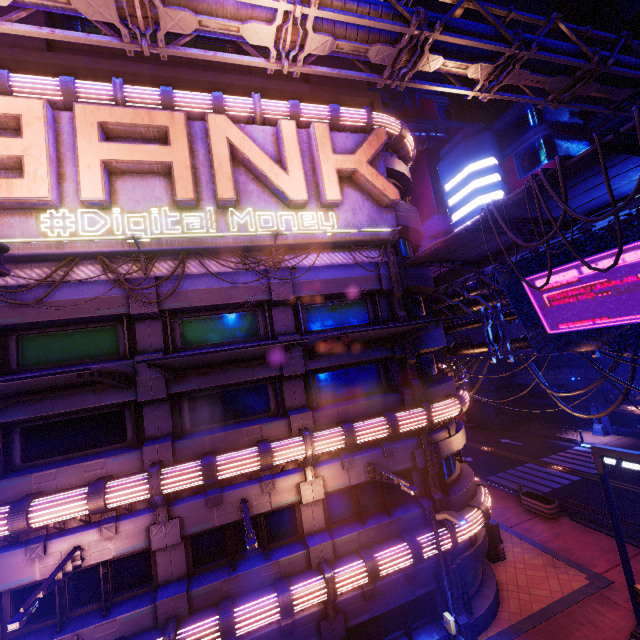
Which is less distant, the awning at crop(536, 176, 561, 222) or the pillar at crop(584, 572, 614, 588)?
the awning at crop(536, 176, 561, 222)

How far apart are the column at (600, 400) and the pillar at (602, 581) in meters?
23.3 m

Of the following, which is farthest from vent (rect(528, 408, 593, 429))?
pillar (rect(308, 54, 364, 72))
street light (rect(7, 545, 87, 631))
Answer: street light (rect(7, 545, 87, 631))

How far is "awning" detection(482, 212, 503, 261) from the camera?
10.4m

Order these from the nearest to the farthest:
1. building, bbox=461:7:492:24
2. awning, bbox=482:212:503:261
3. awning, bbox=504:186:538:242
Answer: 1. awning, bbox=504:186:538:242
2. awning, bbox=482:212:503:261
3. building, bbox=461:7:492:24

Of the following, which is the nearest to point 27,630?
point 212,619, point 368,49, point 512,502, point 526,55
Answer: point 212,619

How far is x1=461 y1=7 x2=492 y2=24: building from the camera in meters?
55.5 m

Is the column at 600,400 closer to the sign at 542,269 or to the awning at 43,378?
the sign at 542,269
